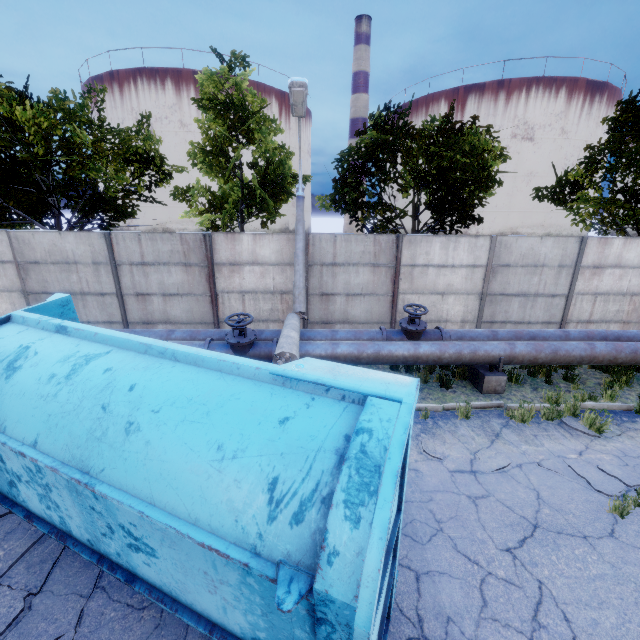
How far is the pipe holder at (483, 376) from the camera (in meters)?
7.96

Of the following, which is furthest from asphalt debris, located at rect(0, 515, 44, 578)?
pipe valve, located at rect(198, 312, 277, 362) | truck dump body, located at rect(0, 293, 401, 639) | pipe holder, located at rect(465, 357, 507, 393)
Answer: pipe holder, located at rect(465, 357, 507, 393)

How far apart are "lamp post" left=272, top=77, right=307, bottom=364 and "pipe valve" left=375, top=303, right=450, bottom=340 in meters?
2.0

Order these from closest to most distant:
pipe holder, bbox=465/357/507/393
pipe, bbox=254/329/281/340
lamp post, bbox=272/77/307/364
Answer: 1. lamp post, bbox=272/77/307/364
2. pipe holder, bbox=465/357/507/393
3. pipe, bbox=254/329/281/340

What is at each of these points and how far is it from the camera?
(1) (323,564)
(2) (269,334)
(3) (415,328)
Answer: (1) truck dump body, 1.9 meters
(2) pipe, 8.5 meters
(3) pipe valve, 8.4 meters

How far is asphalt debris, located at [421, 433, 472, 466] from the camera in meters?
5.8 m

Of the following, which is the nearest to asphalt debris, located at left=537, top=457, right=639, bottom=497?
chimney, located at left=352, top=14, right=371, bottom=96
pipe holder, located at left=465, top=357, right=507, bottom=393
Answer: pipe holder, located at left=465, top=357, right=507, bottom=393

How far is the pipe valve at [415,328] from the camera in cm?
841
